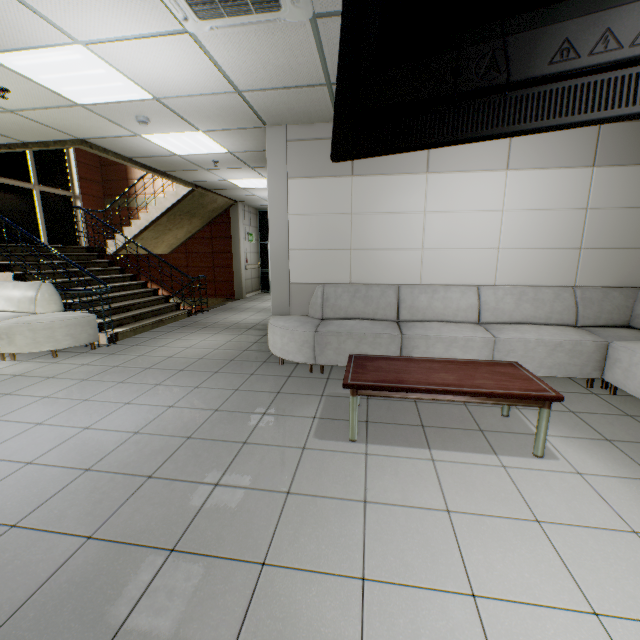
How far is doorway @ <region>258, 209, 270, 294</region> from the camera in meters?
12.7 m

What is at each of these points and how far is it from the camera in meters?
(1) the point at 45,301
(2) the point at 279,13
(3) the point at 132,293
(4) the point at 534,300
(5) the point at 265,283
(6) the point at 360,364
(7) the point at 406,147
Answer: (1) sofa, 5.1 m
(2) air conditioning vent, 2.3 m
(3) stairs, 7.3 m
(4) sofa, 4.2 m
(5) doorway, 13.2 m
(6) table, 3.0 m
(7) tv, 1.6 m

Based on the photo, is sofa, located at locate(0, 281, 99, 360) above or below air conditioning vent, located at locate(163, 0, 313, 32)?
below

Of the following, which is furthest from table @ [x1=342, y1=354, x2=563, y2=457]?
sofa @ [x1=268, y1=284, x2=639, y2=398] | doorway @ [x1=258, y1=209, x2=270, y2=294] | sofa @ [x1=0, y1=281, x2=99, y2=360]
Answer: doorway @ [x1=258, y1=209, x2=270, y2=294]

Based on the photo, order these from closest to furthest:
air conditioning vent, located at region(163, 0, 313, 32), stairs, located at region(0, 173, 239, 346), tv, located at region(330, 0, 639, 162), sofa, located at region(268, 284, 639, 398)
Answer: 1. tv, located at region(330, 0, 639, 162)
2. air conditioning vent, located at region(163, 0, 313, 32)
3. sofa, located at region(268, 284, 639, 398)
4. stairs, located at region(0, 173, 239, 346)

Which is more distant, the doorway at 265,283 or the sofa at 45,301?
the doorway at 265,283

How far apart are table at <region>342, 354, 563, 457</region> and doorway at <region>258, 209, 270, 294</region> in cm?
933

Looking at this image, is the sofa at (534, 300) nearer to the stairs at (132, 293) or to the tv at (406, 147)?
the tv at (406, 147)
